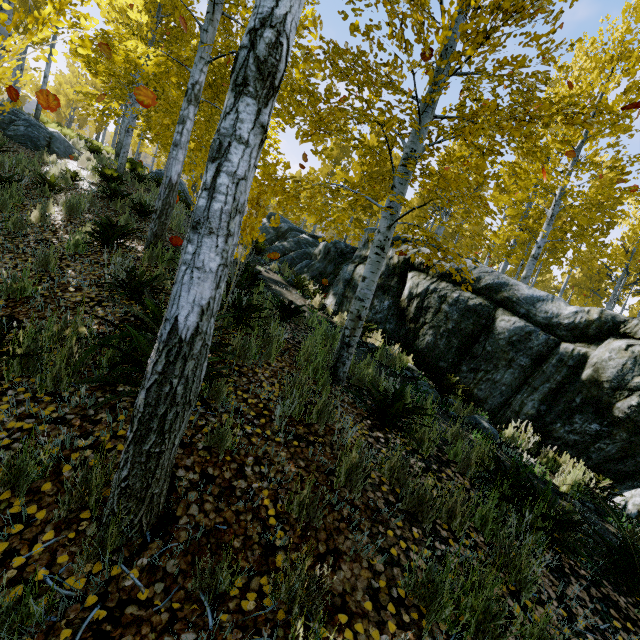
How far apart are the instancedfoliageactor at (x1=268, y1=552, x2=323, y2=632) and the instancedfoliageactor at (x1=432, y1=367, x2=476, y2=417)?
4.4 meters

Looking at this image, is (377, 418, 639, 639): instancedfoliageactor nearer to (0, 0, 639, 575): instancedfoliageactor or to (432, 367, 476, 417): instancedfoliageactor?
(0, 0, 639, 575): instancedfoliageactor

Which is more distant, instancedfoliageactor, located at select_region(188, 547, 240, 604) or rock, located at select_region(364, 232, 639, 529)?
rock, located at select_region(364, 232, 639, 529)

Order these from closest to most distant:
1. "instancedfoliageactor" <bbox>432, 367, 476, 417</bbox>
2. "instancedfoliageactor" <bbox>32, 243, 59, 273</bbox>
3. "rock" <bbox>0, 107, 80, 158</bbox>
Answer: "instancedfoliageactor" <bbox>32, 243, 59, 273</bbox> < "instancedfoliageactor" <bbox>432, 367, 476, 417</bbox> < "rock" <bbox>0, 107, 80, 158</bbox>

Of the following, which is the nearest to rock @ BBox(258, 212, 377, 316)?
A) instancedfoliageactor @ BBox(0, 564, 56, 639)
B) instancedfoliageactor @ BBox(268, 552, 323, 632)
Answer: instancedfoliageactor @ BBox(268, 552, 323, 632)

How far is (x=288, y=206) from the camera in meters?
3.9 m

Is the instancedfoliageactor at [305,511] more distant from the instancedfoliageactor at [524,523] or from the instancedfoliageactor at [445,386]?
the instancedfoliageactor at [445,386]

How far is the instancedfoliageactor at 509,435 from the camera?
5.27m
